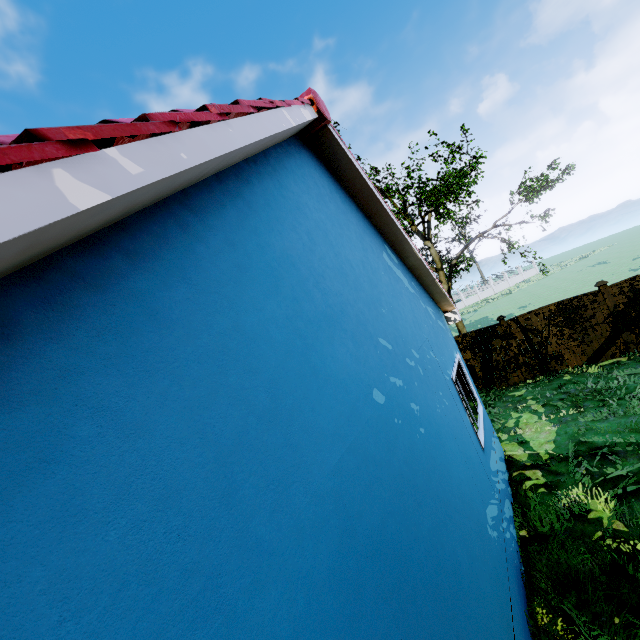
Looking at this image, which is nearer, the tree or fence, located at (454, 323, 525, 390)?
fence, located at (454, 323, 525, 390)

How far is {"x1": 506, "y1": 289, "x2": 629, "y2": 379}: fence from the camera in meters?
10.6 m

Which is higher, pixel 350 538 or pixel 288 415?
pixel 288 415

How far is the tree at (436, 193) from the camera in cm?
1520

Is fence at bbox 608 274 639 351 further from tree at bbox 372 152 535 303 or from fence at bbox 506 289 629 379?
tree at bbox 372 152 535 303

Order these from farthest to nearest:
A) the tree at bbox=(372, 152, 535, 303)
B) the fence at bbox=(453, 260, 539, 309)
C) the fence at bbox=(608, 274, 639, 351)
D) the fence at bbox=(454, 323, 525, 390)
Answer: the fence at bbox=(453, 260, 539, 309) → the tree at bbox=(372, 152, 535, 303) → the fence at bbox=(454, 323, 525, 390) → the fence at bbox=(608, 274, 639, 351)

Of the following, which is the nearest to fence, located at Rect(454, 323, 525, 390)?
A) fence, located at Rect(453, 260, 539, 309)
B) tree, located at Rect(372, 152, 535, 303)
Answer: fence, located at Rect(453, 260, 539, 309)

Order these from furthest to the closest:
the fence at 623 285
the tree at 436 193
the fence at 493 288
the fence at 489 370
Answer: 1. the fence at 493 288
2. the tree at 436 193
3. the fence at 489 370
4. the fence at 623 285
